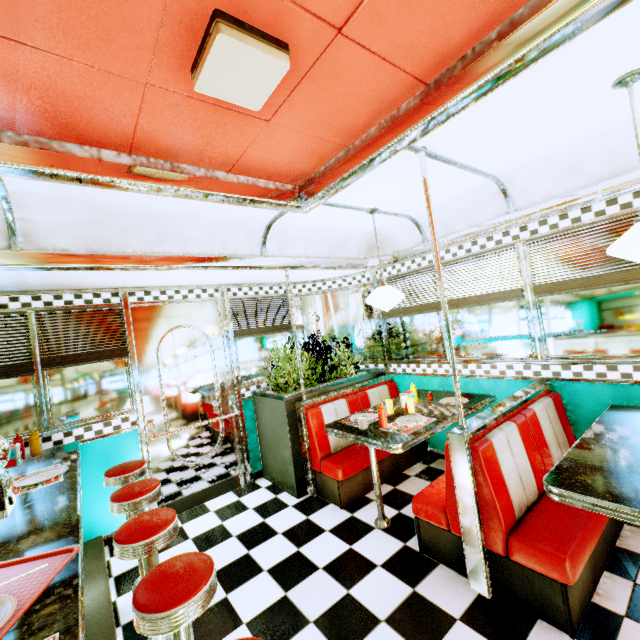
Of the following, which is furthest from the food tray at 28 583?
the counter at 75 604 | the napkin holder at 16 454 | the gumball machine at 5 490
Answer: the napkin holder at 16 454

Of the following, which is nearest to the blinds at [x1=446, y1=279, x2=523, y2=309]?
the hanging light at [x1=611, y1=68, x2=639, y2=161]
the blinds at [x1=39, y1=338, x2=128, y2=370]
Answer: the hanging light at [x1=611, y1=68, x2=639, y2=161]

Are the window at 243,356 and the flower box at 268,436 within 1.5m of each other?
yes

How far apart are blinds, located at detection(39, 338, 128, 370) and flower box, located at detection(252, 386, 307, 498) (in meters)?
1.61

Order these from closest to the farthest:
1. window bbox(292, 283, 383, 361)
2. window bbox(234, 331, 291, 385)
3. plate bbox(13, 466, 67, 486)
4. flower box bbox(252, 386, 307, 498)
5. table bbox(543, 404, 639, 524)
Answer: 1. table bbox(543, 404, 639, 524)
2. plate bbox(13, 466, 67, 486)
3. flower box bbox(252, 386, 307, 498)
4. window bbox(234, 331, 291, 385)
5. window bbox(292, 283, 383, 361)

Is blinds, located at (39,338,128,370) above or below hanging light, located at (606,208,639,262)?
below

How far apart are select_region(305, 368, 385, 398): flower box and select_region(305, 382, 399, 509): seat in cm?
13

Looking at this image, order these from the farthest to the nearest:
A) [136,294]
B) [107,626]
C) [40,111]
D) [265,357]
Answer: [265,357] < [136,294] < [107,626] < [40,111]
